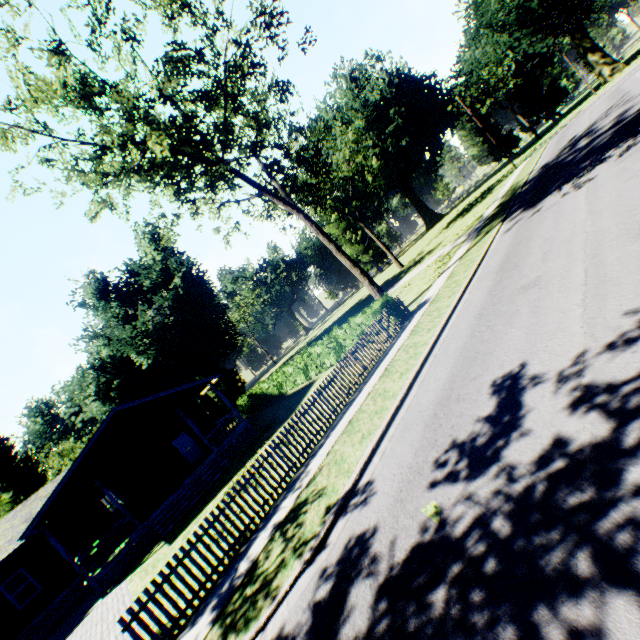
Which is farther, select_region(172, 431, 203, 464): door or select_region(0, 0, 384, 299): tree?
select_region(172, 431, 203, 464): door

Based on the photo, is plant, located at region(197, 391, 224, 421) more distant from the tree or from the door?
the door

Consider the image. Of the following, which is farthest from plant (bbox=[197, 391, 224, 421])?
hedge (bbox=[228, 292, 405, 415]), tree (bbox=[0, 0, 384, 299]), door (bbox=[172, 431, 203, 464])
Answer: door (bbox=[172, 431, 203, 464])

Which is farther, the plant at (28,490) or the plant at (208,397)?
the plant at (28,490)

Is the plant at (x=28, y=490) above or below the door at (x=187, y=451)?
above

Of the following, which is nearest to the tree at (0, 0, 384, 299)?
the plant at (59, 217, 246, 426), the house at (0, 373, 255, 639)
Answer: the house at (0, 373, 255, 639)

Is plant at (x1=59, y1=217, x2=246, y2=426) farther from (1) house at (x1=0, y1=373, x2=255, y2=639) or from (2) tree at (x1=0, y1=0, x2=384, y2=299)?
(1) house at (x1=0, y1=373, x2=255, y2=639)

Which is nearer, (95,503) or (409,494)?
(409,494)
